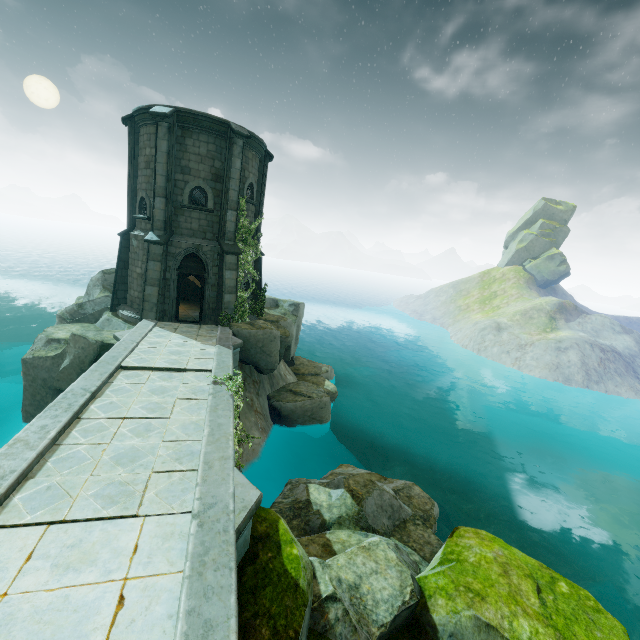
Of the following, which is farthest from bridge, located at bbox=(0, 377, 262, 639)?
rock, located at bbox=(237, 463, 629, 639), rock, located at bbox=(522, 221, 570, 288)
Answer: rock, located at bbox=(522, 221, 570, 288)

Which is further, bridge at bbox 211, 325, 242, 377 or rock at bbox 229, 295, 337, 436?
rock at bbox 229, 295, 337, 436

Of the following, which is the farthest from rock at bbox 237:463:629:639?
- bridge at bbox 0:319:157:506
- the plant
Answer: the plant

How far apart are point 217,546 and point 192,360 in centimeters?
782cm

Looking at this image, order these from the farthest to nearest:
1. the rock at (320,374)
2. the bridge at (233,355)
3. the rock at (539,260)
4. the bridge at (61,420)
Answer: the rock at (539,260) → the rock at (320,374) → the bridge at (233,355) → the bridge at (61,420)

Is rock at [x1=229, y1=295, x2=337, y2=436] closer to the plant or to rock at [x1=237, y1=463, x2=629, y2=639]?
the plant

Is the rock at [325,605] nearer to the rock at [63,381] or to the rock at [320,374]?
the rock at [320,374]

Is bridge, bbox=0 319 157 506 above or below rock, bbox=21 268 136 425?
above
